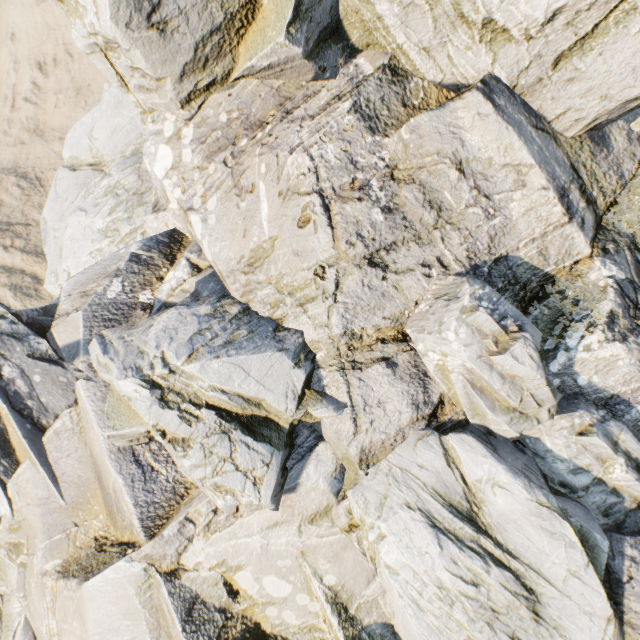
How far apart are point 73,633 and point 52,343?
8.3 meters
